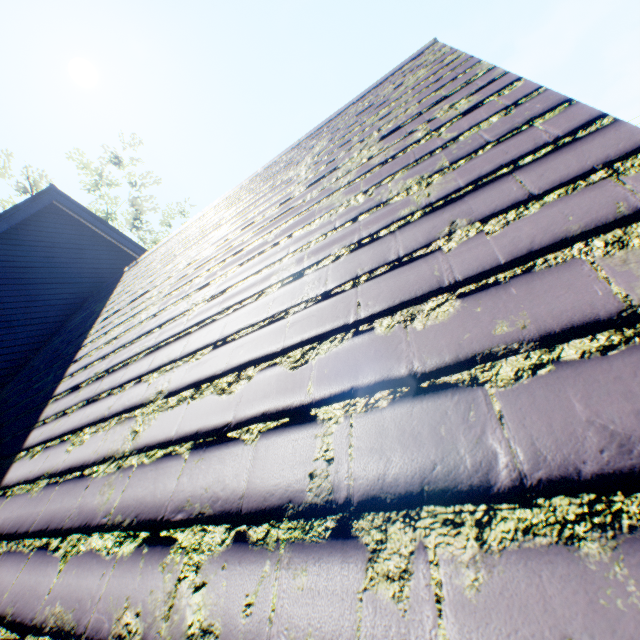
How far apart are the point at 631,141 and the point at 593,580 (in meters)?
1.42
